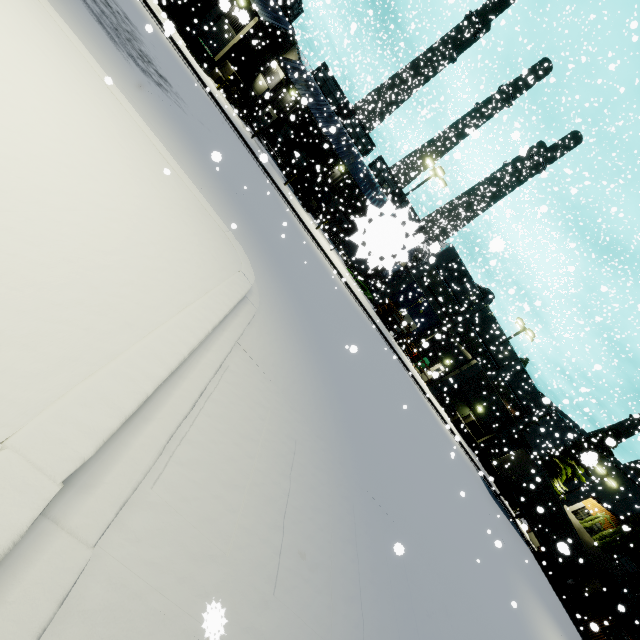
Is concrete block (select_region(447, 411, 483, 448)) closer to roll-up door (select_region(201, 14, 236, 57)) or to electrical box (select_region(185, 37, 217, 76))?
electrical box (select_region(185, 37, 217, 76))

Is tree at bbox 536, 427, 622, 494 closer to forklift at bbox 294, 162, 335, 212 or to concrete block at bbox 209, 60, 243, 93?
forklift at bbox 294, 162, 335, 212

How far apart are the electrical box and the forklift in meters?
10.3 m

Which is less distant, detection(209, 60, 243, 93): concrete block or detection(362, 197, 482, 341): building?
detection(362, 197, 482, 341): building

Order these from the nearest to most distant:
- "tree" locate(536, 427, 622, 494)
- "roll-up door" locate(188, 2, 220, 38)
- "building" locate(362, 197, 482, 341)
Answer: "building" locate(362, 197, 482, 341)
"tree" locate(536, 427, 622, 494)
"roll-up door" locate(188, 2, 220, 38)

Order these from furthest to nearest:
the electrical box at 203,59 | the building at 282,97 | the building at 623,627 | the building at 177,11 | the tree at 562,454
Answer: the building at 623,627
the building at 282,97
the building at 177,11
the electrical box at 203,59
the tree at 562,454

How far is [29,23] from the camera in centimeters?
425cm

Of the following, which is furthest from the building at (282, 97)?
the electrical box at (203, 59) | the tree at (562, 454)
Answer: the electrical box at (203, 59)
